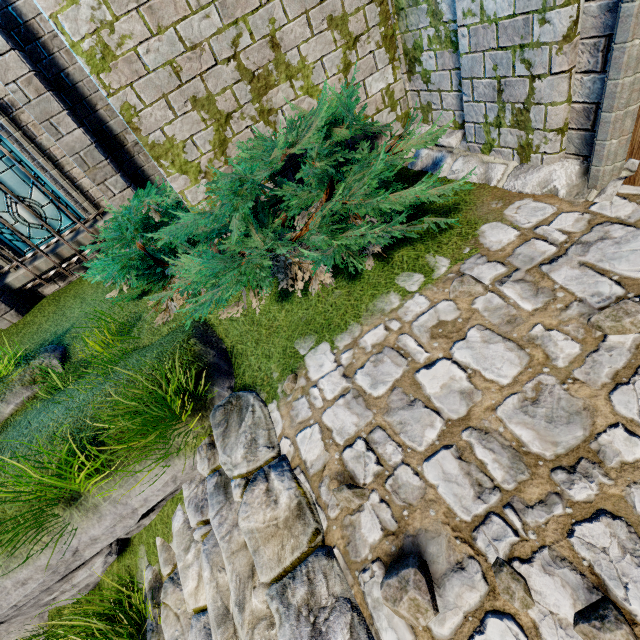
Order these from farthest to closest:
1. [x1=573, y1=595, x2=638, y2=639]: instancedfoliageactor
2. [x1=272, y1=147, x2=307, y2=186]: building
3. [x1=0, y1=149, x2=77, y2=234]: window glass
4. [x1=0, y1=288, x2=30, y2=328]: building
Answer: [x1=0, y1=288, x2=30, y2=328]: building
[x1=0, y1=149, x2=77, y2=234]: window glass
[x1=272, y1=147, x2=307, y2=186]: building
[x1=573, y1=595, x2=638, y2=639]: instancedfoliageactor

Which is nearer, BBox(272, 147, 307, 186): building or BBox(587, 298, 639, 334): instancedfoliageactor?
BBox(587, 298, 639, 334): instancedfoliageactor

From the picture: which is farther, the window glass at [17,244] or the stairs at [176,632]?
the window glass at [17,244]

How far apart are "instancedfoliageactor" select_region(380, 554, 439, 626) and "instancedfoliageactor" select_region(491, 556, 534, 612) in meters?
0.3

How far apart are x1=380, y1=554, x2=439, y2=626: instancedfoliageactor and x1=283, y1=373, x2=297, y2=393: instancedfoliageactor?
1.4 meters

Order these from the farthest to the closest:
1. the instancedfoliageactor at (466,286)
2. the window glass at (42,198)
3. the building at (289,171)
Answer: the window glass at (42,198)
the building at (289,171)
the instancedfoliageactor at (466,286)

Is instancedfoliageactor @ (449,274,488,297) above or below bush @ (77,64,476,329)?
below

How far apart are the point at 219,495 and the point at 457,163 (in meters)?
3.90
